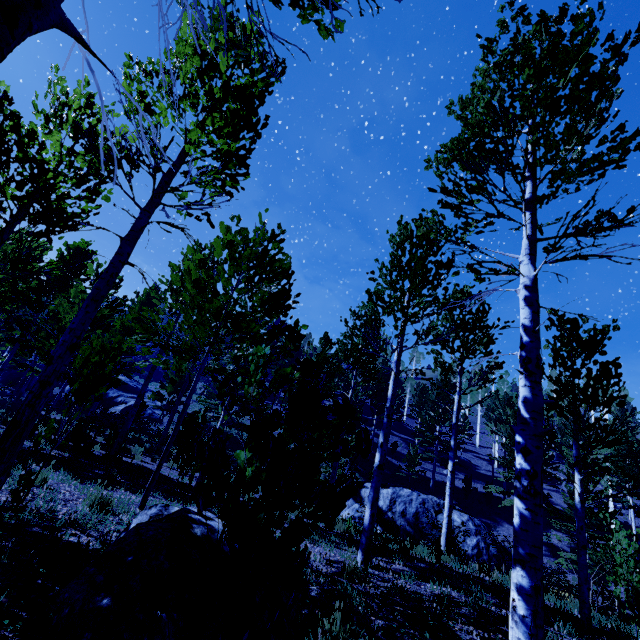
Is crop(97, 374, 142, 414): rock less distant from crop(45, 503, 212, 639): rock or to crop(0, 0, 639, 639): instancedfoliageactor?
crop(0, 0, 639, 639): instancedfoliageactor

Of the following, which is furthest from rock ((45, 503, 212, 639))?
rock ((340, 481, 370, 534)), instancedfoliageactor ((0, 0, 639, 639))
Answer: rock ((340, 481, 370, 534))

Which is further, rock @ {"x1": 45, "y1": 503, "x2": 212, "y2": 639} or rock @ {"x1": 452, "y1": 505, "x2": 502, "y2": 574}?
rock @ {"x1": 452, "y1": 505, "x2": 502, "y2": 574}

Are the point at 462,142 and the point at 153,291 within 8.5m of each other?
no

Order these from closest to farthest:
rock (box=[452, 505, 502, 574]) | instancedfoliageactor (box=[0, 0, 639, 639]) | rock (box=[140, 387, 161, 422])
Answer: instancedfoliageactor (box=[0, 0, 639, 639]) → rock (box=[452, 505, 502, 574]) → rock (box=[140, 387, 161, 422])

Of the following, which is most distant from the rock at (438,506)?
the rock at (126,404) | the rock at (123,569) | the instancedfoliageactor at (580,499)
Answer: the rock at (126,404)

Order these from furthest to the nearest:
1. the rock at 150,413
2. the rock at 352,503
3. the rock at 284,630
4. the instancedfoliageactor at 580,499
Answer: the rock at 150,413
the rock at 352,503
the rock at 284,630
the instancedfoliageactor at 580,499
